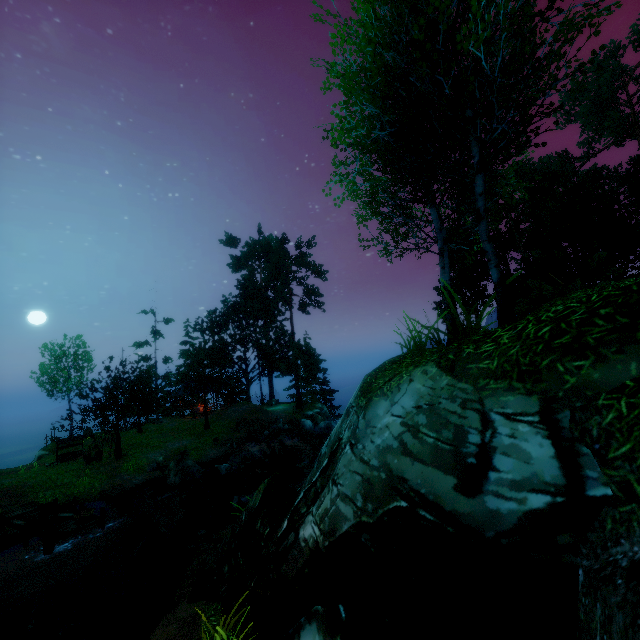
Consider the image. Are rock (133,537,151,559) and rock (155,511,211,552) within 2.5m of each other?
yes

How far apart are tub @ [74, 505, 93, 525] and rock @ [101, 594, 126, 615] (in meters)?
3.05

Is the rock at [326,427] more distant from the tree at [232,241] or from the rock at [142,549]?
the rock at [142,549]

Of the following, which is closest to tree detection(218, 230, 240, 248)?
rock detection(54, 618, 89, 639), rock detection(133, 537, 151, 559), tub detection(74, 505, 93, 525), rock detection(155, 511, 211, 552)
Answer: rock detection(155, 511, 211, 552)

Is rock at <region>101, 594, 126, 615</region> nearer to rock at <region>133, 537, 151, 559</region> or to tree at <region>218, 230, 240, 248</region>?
rock at <region>133, 537, 151, 559</region>

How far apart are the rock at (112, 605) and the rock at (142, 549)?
2.16m

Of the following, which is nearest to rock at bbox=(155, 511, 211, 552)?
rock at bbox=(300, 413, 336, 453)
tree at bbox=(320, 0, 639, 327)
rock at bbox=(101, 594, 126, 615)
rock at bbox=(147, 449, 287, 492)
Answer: rock at bbox=(147, 449, 287, 492)

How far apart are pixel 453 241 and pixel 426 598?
8.9m
